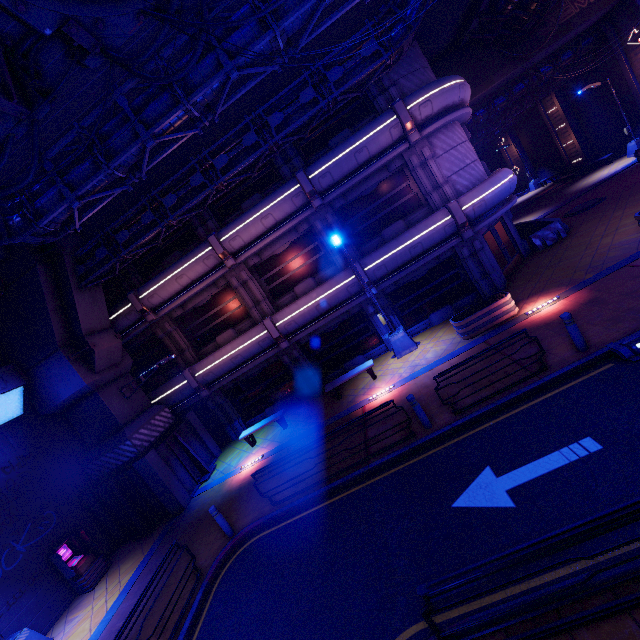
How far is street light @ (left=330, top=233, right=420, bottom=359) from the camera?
13.7m

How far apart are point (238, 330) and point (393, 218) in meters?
9.6 m

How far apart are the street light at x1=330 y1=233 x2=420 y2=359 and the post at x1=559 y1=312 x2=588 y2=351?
6.59m

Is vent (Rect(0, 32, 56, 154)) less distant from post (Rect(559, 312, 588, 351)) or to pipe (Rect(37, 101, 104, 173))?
pipe (Rect(37, 101, 104, 173))

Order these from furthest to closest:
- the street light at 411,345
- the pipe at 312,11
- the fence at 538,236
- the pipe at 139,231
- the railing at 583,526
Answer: the fence at 538,236 < the street light at 411,345 < the pipe at 139,231 < the pipe at 312,11 < the railing at 583,526

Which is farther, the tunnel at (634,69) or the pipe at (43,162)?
the tunnel at (634,69)

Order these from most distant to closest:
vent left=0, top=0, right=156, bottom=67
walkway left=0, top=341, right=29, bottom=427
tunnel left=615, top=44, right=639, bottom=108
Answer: tunnel left=615, top=44, right=639, bottom=108 < walkway left=0, top=341, right=29, bottom=427 < vent left=0, top=0, right=156, bottom=67

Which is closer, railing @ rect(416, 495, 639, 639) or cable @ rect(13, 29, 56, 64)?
railing @ rect(416, 495, 639, 639)
